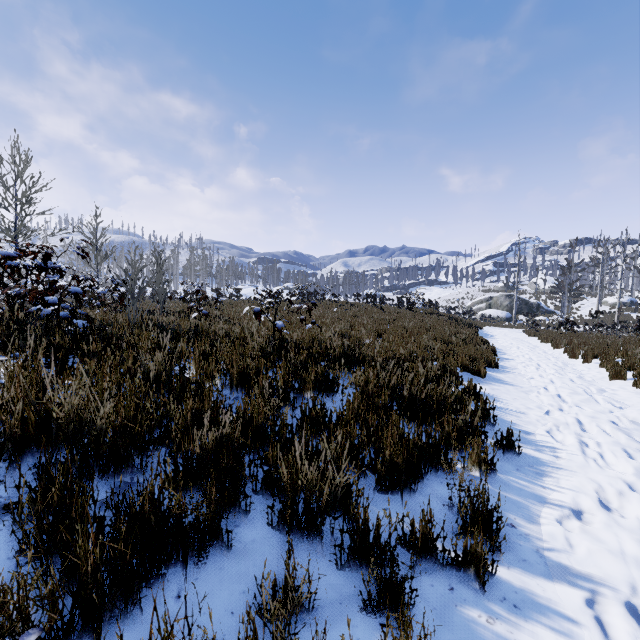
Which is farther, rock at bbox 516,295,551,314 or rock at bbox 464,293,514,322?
rock at bbox 516,295,551,314

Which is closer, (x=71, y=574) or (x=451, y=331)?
(x=71, y=574)

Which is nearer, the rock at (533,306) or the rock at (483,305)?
the rock at (483,305)

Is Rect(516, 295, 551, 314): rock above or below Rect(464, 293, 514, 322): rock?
above

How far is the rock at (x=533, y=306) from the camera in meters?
42.4 m

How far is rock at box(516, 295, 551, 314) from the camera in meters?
42.4 m
